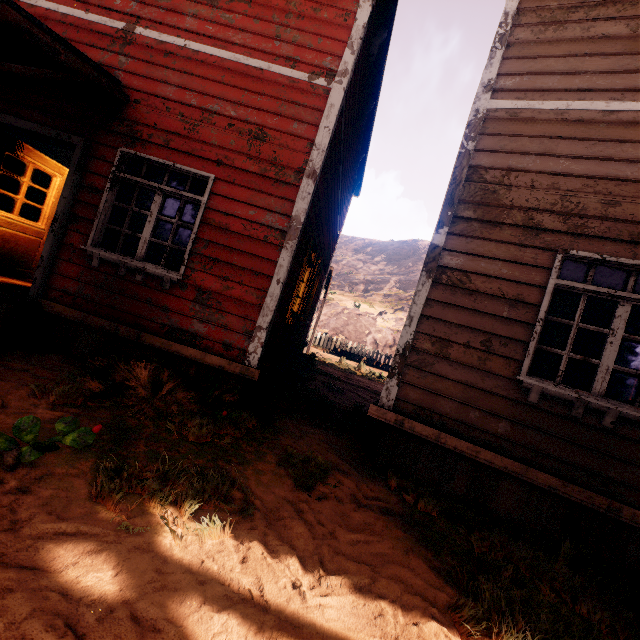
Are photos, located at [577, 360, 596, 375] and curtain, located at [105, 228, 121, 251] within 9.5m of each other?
no

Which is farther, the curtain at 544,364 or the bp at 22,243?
the bp at 22,243

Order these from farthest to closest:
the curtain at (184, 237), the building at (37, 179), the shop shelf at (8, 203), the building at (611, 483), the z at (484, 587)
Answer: the building at (37, 179), the shop shelf at (8, 203), the curtain at (184, 237), the building at (611, 483), the z at (484, 587)

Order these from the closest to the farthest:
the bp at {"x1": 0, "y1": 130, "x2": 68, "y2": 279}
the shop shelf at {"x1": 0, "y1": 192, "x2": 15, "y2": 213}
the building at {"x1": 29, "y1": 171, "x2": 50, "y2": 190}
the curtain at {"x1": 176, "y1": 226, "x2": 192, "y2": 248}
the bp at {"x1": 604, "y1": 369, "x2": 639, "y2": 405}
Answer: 1. the bp at {"x1": 604, "y1": 369, "x2": 639, "y2": 405}
2. the curtain at {"x1": 176, "y1": 226, "x2": 192, "y2": 248}
3. the bp at {"x1": 0, "y1": 130, "x2": 68, "y2": 279}
4. the shop shelf at {"x1": 0, "y1": 192, "x2": 15, "y2": 213}
5. the building at {"x1": 29, "y1": 171, "x2": 50, "y2": 190}

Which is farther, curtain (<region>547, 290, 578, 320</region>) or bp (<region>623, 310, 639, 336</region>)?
bp (<region>623, 310, 639, 336</region>)

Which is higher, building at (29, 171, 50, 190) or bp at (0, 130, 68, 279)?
building at (29, 171, 50, 190)

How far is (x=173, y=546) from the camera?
1.91m

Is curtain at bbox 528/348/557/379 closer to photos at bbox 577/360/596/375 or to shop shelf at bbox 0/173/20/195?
photos at bbox 577/360/596/375
